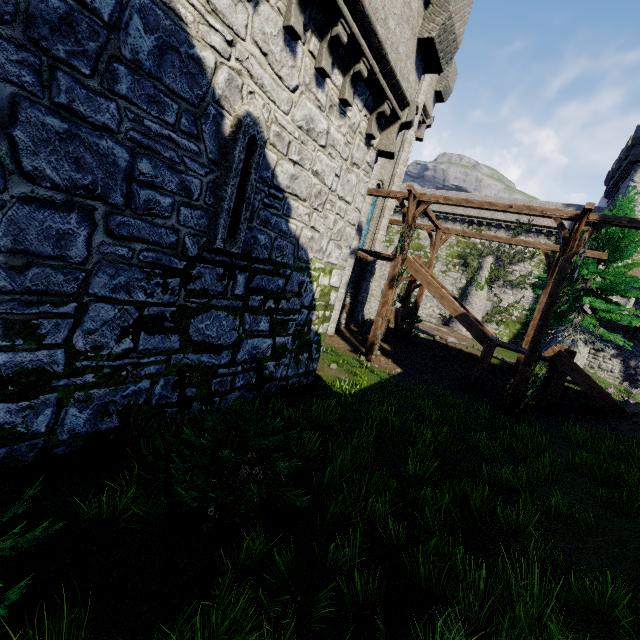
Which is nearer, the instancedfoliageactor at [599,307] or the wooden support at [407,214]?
the wooden support at [407,214]

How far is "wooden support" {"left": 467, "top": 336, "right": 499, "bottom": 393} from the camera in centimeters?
1374cm

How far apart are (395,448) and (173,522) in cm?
496

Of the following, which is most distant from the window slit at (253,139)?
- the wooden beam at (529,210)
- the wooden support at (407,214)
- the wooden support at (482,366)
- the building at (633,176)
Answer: the building at (633,176)

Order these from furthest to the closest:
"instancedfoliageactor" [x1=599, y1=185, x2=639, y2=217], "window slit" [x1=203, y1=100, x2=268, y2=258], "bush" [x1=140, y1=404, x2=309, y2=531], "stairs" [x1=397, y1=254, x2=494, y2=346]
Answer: "instancedfoliageactor" [x1=599, y1=185, x2=639, y2=217] < "stairs" [x1=397, y1=254, x2=494, y2=346] < "window slit" [x1=203, y1=100, x2=268, y2=258] < "bush" [x1=140, y1=404, x2=309, y2=531]

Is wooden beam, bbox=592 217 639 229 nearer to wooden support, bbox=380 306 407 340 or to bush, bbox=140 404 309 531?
wooden support, bbox=380 306 407 340

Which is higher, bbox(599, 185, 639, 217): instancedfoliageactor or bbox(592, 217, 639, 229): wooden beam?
bbox(599, 185, 639, 217): instancedfoliageactor

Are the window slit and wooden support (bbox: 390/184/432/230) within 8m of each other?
no
